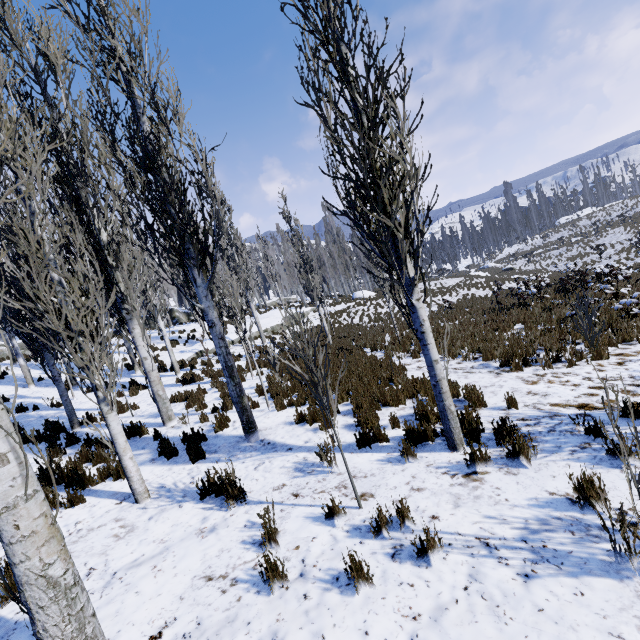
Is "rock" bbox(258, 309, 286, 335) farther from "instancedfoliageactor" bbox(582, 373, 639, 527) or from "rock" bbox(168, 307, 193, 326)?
"rock" bbox(168, 307, 193, 326)

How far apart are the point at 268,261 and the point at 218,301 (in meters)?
27.23

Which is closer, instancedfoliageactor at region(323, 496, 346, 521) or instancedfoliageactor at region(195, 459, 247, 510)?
instancedfoliageactor at region(323, 496, 346, 521)

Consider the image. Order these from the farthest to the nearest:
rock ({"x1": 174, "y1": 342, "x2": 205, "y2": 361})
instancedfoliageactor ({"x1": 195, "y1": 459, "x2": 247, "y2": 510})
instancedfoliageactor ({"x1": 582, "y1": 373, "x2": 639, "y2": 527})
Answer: rock ({"x1": 174, "y1": 342, "x2": 205, "y2": 361}) → instancedfoliageactor ({"x1": 195, "y1": 459, "x2": 247, "y2": 510}) → instancedfoliageactor ({"x1": 582, "y1": 373, "x2": 639, "y2": 527})

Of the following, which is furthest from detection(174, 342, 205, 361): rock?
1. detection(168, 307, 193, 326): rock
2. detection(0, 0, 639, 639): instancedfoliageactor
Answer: detection(168, 307, 193, 326): rock

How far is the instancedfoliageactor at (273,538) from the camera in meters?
3.0 m

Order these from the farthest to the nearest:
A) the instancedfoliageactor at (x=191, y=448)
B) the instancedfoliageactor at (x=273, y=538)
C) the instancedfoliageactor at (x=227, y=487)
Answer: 1. the instancedfoliageactor at (x=191, y=448)
2. the instancedfoliageactor at (x=227, y=487)
3. the instancedfoliageactor at (x=273, y=538)
